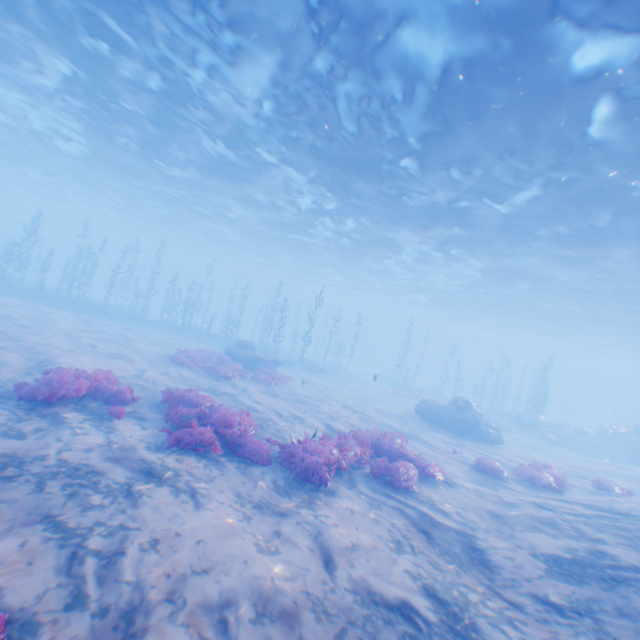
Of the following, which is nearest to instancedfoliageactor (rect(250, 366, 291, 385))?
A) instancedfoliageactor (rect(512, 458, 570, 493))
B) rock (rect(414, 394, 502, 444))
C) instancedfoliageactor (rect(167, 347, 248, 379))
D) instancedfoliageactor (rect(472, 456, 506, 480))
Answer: instancedfoliageactor (rect(167, 347, 248, 379))

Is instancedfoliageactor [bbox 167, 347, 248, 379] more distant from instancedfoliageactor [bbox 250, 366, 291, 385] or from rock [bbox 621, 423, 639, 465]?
rock [bbox 621, 423, 639, 465]

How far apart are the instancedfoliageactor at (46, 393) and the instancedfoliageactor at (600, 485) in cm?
1742

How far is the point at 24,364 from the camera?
10.1m

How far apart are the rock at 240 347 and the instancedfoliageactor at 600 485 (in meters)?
17.24

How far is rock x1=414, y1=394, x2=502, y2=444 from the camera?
18.86m

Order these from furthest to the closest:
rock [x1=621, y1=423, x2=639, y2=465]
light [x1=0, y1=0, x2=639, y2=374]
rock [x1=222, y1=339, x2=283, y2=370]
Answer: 1. rock [x1=621, y1=423, x2=639, y2=465]
2. rock [x1=222, y1=339, x2=283, y2=370]
3. light [x1=0, y1=0, x2=639, y2=374]

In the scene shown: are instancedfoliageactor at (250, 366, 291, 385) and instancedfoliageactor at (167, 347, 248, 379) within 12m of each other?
yes
